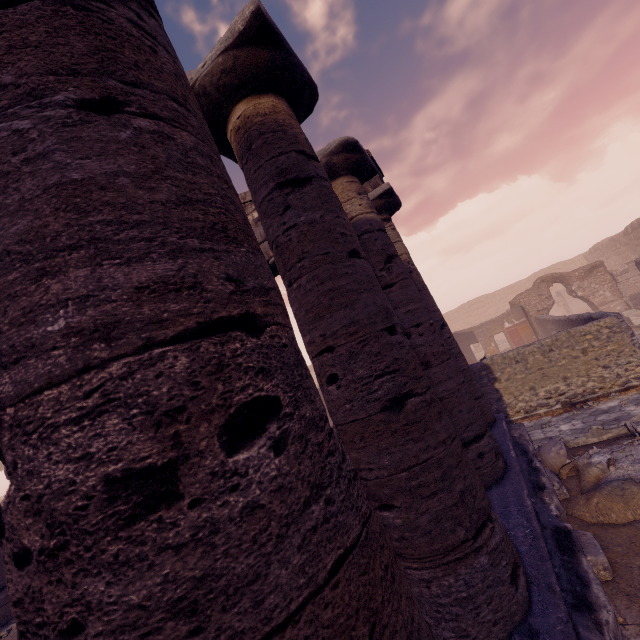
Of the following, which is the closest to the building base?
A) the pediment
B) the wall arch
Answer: the pediment

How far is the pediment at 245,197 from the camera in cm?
894

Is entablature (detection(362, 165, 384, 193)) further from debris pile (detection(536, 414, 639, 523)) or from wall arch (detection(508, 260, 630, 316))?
wall arch (detection(508, 260, 630, 316))

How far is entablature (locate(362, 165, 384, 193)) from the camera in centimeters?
706cm

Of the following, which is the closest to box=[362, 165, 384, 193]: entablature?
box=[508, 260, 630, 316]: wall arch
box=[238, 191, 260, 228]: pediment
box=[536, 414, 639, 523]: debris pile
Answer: box=[238, 191, 260, 228]: pediment

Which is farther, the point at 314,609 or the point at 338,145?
A: the point at 338,145

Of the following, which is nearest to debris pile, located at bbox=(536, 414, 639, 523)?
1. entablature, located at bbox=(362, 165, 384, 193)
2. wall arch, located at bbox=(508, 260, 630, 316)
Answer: entablature, located at bbox=(362, 165, 384, 193)

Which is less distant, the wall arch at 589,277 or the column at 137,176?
the column at 137,176
